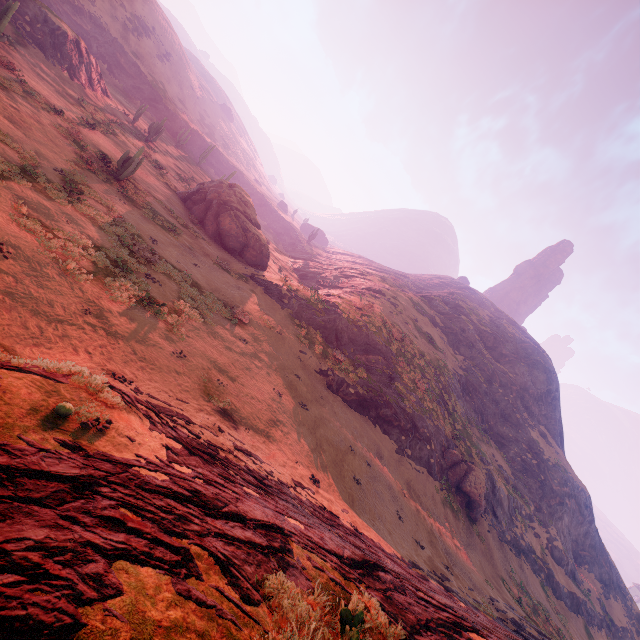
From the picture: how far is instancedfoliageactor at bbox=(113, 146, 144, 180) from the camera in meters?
21.6 m

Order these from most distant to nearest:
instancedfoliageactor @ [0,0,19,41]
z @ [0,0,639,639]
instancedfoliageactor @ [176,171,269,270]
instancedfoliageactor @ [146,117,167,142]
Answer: instancedfoliageactor @ [146,117,167,142] < instancedfoliageactor @ [176,171,269,270] < instancedfoliageactor @ [0,0,19,41] < z @ [0,0,639,639]

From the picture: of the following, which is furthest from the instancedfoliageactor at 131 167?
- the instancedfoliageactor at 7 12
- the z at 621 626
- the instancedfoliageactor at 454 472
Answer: the instancedfoliageactor at 454 472

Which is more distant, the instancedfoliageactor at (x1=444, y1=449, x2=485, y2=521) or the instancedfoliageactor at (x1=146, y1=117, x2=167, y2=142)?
the instancedfoliageactor at (x1=146, y1=117, x2=167, y2=142)

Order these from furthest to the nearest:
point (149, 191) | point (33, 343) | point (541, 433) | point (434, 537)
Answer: point (541, 433) < point (149, 191) < point (434, 537) < point (33, 343)

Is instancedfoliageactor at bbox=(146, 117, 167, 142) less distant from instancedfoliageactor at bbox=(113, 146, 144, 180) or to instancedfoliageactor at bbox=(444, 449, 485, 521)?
instancedfoliageactor at bbox=(113, 146, 144, 180)

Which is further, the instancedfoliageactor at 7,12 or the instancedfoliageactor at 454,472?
the instancedfoliageactor at 454,472

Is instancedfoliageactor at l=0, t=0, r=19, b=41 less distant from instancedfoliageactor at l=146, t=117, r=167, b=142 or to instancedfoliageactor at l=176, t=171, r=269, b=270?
instancedfoliageactor at l=176, t=171, r=269, b=270
